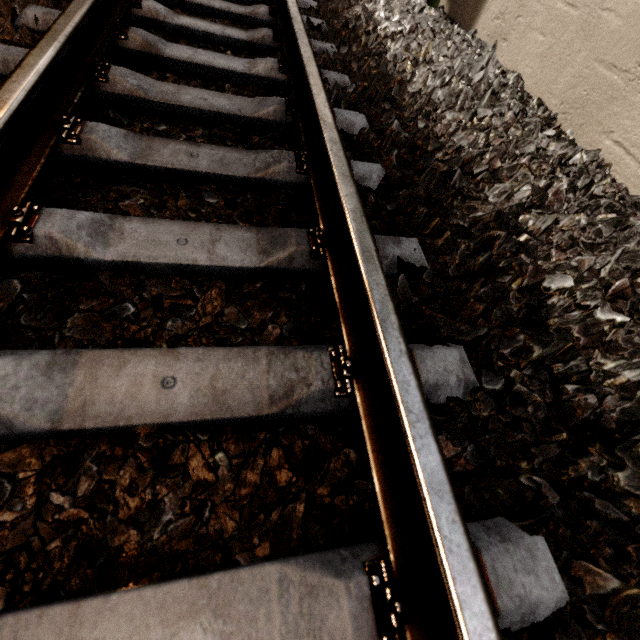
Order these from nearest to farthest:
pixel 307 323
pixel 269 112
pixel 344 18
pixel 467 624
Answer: pixel 467 624
pixel 307 323
pixel 269 112
pixel 344 18
